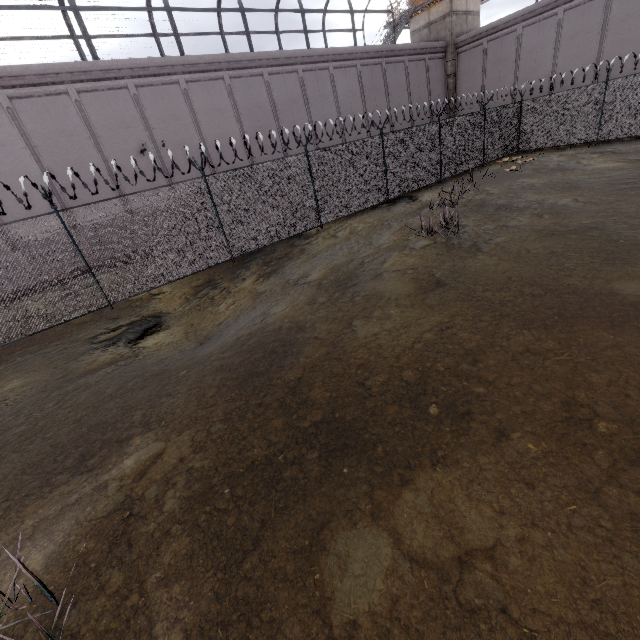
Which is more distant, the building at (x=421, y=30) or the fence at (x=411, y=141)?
the building at (x=421, y=30)

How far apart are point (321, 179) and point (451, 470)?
11.82m

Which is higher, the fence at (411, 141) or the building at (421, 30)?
the building at (421, 30)

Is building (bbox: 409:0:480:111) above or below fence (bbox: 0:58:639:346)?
above

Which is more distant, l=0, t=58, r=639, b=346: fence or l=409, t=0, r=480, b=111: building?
l=409, t=0, r=480, b=111: building
